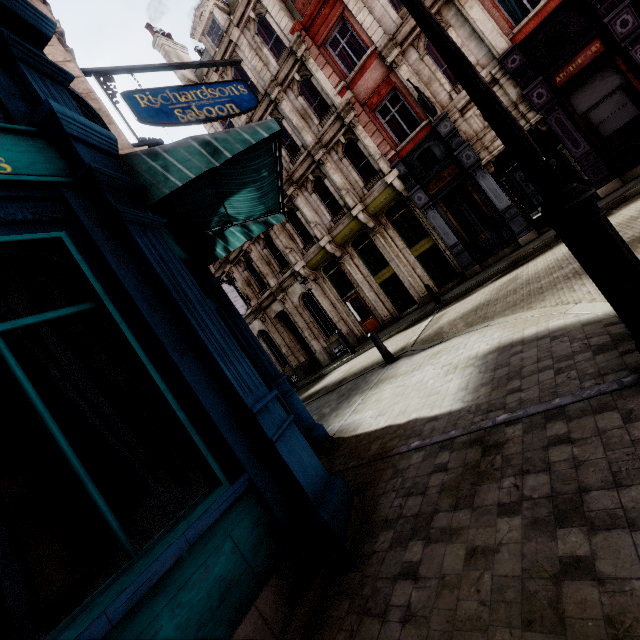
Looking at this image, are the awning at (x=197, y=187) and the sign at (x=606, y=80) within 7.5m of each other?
no

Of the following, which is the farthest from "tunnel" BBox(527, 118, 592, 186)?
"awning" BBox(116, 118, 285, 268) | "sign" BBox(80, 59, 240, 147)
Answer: "awning" BBox(116, 118, 285, 268)

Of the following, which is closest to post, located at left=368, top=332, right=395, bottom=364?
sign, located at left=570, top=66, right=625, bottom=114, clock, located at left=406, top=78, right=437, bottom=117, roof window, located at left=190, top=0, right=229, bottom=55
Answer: clock, located at left=406, top=78, right=437, bottom=117

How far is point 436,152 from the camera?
13.9 meters

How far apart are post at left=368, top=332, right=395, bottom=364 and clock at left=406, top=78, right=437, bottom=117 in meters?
9.2

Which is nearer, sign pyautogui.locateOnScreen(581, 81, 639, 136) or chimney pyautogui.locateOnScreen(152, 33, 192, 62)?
sign pyautogui.locateOnScreen(581, 81, 639, 136)

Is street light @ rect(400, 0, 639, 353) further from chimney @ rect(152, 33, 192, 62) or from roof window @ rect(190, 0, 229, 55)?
chimney @ rect(152, 33, 192, 62)

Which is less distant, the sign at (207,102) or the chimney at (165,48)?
the sign at (207,102)
